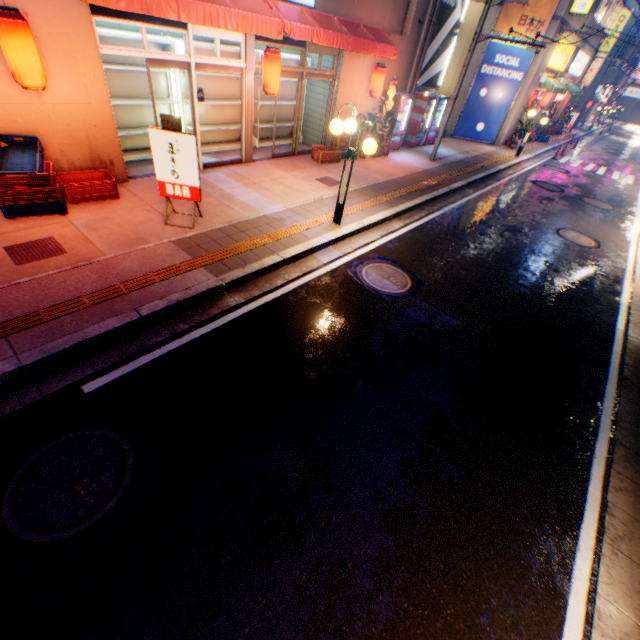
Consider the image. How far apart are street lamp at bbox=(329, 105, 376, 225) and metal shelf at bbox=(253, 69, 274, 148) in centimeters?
536cm

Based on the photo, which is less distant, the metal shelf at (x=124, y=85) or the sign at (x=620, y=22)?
the metal shelf at (x=124, y=85)

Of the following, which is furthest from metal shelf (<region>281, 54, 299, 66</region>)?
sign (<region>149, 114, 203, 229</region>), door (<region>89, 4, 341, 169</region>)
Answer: sign (<region>149, 114, 203, 229</region>)

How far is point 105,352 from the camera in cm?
423

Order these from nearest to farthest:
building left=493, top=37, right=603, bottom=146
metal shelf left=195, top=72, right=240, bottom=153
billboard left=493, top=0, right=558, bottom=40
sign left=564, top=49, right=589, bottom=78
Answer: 1. metal shelf left=195, top=72, right=240, bottom=153
2. billboard left=493, top=0, right=558, bottom=40
3. building left=493, top=37, right=603, bottom=146
4. sign left=564, top=49, right=589, bottom=78

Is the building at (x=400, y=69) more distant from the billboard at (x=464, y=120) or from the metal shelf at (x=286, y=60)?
the billboard at (x=464, y=120)

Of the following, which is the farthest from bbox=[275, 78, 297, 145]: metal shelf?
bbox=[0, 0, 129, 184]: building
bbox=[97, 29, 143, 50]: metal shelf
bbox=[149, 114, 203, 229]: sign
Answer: bbox=[149, 114, 203, 229]: sign

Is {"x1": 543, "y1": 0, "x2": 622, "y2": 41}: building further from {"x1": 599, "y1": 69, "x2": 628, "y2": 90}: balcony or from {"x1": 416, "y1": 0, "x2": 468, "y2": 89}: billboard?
{"x1": 599, "y1": 69, "x2": 628, "y2": 90}: balcony
